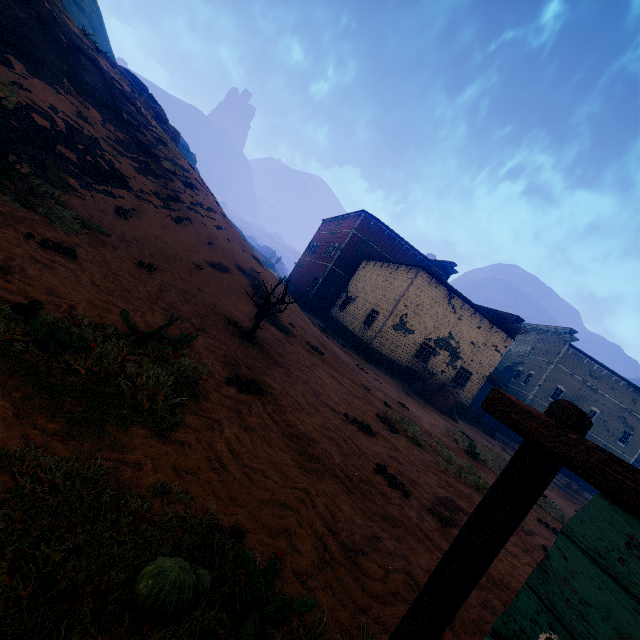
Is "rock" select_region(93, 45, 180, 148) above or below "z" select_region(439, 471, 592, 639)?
above

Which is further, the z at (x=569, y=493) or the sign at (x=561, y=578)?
the z at (x=569, y=493)

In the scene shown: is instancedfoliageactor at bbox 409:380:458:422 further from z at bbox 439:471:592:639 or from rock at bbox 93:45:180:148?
rock at bbox 93:45:180:148

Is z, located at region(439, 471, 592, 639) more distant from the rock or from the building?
the rock

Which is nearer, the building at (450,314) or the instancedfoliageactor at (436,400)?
the instancedfoliageactor at (436,400)

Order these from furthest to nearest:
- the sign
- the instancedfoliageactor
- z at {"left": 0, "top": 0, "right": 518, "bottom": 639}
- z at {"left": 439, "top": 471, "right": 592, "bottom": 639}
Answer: the instancedfoliageactor, z at {"left": 439, "top": 471, "right": 592, "bottom": 639}, z at {"left": 0, "top": 0, "right": 518, "bottom": 639}, the sign

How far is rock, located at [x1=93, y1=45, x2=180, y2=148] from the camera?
21.9m

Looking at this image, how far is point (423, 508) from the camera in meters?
5.4 m
